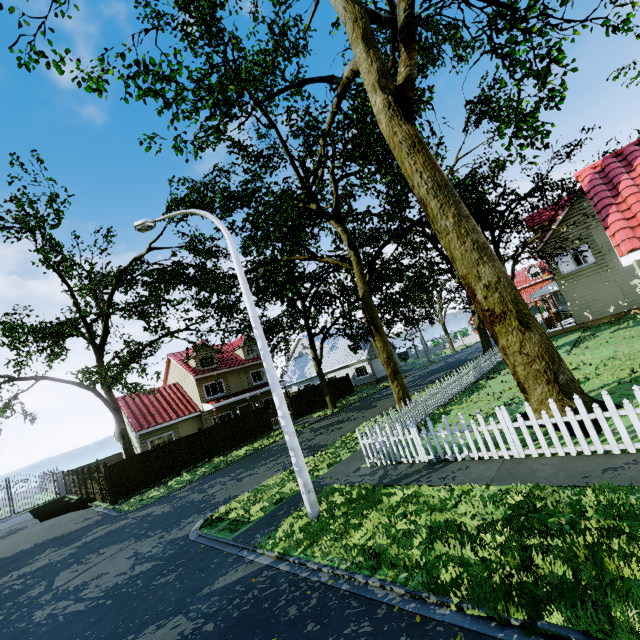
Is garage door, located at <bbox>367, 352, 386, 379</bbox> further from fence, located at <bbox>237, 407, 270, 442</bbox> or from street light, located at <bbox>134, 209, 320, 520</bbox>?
street light, located at <bbox>134, 209, 320, 520</bbox>

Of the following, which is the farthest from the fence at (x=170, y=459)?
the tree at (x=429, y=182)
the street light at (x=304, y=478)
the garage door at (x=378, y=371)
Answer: the garage door at (x=378, y=371)

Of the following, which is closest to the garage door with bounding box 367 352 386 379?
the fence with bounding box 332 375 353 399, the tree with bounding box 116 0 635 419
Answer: the tree with bounding box 116 0 635 419

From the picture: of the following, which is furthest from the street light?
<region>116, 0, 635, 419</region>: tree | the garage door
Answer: the garage door

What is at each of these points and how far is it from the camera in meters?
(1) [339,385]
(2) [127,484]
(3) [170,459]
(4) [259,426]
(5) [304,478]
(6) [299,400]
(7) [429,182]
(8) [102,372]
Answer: (1) fence, 33.1
(2) fence, 18.7
(3) fence, 20.6
(4) fence, 25.5
(5) street light, 7.5
(6) fence, 29.0
(7) tree, 8.7
(8) tree, 18.2

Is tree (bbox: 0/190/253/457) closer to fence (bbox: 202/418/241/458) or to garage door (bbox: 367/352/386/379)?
fence (bbox: 202/418/241/458)

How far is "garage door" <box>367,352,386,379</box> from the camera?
37.4m

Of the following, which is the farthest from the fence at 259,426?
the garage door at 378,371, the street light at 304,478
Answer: the garage door at 378,371
